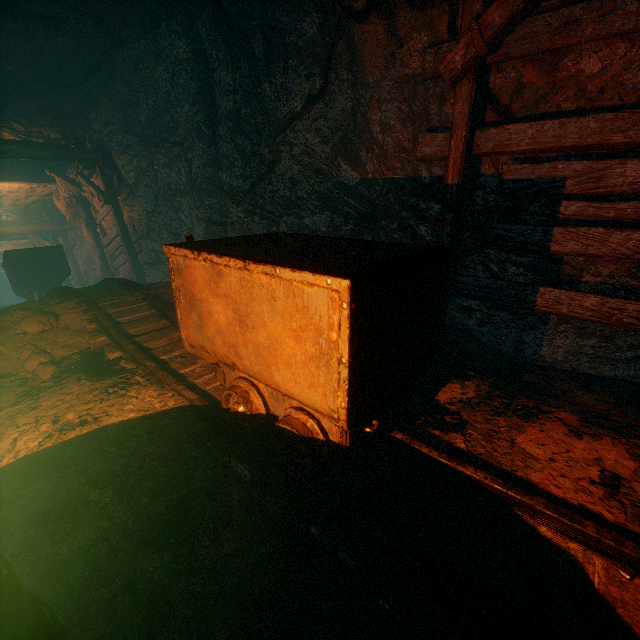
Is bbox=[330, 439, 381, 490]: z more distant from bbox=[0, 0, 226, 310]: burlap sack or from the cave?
the cave

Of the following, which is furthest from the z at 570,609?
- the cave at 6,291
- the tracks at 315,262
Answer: the cave at 6,291

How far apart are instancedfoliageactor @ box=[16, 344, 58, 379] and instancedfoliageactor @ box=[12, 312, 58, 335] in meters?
0.1 m

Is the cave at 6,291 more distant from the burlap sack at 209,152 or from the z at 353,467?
the z at 353,467

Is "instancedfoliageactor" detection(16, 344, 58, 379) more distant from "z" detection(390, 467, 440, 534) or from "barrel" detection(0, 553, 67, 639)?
"barrel" detection(0, 553, 67, 639)

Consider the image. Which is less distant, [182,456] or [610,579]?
[610,579]

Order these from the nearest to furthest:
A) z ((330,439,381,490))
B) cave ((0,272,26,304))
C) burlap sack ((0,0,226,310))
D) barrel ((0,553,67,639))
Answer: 1. barrel ((0,553,67,639))
2. z ((330,439,381,490))
3. burlap sack ((0,0,226,310))
4. cave ((0,272,26,304))

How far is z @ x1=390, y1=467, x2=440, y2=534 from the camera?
1.9 meters
